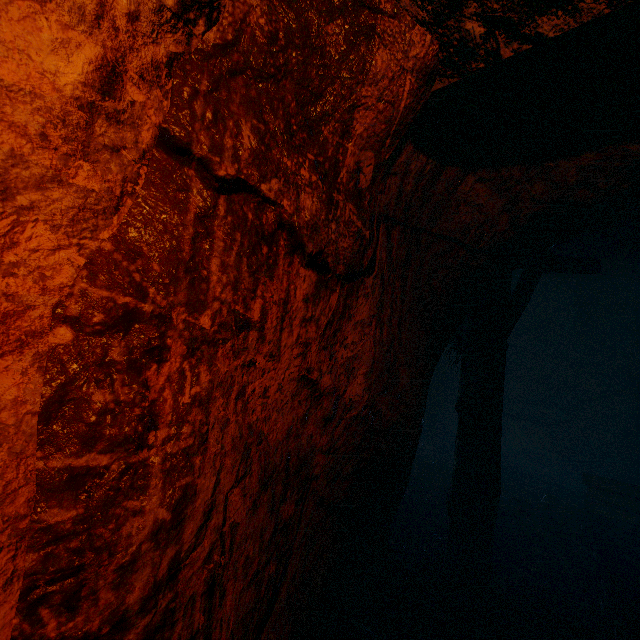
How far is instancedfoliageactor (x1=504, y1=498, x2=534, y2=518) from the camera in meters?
5.7 m

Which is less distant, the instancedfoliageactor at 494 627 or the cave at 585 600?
the cave at 585 600

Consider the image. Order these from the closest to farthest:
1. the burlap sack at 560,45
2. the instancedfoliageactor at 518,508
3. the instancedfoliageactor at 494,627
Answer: the burlap sack at 560,45
the instancedfoliageactor at 494,627
the instancedfoliageactor at 518,508

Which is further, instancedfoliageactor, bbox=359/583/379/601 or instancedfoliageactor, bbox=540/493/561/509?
instancedfoliageactor, bbox=540/493/561/509

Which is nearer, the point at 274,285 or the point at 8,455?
the point at 8,455

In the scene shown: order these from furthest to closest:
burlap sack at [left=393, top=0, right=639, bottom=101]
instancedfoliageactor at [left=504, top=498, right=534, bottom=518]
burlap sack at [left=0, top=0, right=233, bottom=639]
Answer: instancedfoliageactor at [left=504, top=498, right=534, bottom=518]
burlap sack at [left=393, top=0, right=639, bottom=101]
burlap sack at [left=0, top=0, right=233, bottom=639]

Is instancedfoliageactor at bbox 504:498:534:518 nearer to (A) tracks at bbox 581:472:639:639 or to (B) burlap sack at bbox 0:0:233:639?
(A) tracks at bbox 581:472:639:639

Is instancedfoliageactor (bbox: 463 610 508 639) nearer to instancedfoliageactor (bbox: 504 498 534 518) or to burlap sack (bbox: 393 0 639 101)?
instancedfoliageactor (bbox: 504 498 534 518)
